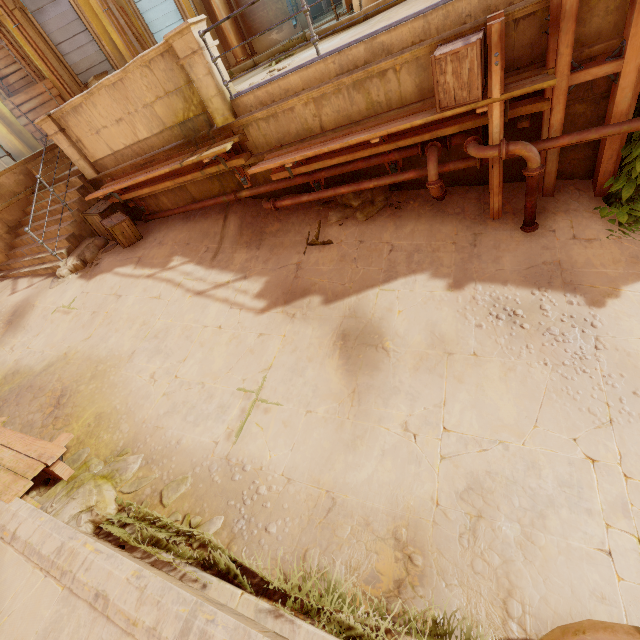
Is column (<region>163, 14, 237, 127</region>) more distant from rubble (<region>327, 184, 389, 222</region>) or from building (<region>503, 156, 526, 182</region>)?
rubble (<region>327, 184, 389, 222</region>)

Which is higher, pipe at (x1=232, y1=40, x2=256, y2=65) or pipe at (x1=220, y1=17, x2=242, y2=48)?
pipe at (x1=220, y1=17, x2=242, y2=48)

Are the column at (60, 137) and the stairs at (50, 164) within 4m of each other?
yes

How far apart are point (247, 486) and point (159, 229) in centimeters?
711cm

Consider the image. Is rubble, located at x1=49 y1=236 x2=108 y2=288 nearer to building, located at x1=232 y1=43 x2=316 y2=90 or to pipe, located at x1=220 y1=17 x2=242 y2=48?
building, located at x1=232 y1=43 x2=316 y2=90

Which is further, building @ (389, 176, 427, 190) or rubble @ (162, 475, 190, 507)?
building @ (389, 176, 427, 190)

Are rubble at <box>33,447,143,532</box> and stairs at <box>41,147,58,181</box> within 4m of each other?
no

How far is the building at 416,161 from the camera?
5.6 meters
